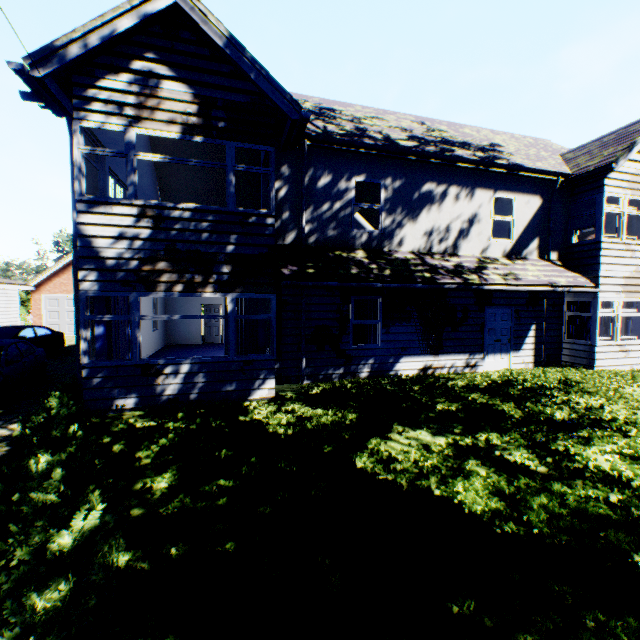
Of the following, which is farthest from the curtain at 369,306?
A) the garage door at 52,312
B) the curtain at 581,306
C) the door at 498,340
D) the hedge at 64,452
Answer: the garage door at 52,312

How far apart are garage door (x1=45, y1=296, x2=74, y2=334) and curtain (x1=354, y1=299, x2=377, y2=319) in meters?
22.4

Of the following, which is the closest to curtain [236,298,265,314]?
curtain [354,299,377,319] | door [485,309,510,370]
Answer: curtain [354,299,377,319]

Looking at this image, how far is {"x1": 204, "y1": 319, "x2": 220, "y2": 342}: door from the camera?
18.4m

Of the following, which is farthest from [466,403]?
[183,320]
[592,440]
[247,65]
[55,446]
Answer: [183,320]

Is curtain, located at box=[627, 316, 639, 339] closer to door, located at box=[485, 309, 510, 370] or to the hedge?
door, located at box=[485, 309, 510, 370]

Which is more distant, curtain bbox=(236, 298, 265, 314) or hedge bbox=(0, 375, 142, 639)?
curtain bbox=(236, 298, 265, 314)

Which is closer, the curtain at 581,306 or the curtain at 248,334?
the curtain at 248,334
